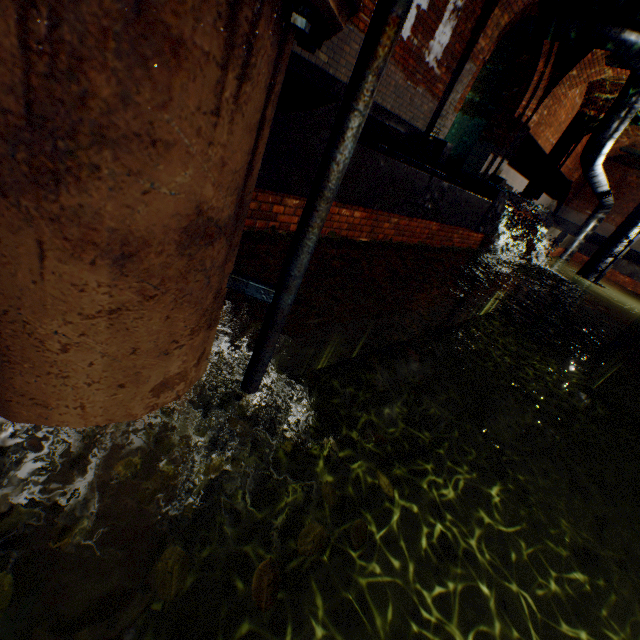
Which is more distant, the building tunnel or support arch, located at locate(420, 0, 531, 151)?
the building tunnel

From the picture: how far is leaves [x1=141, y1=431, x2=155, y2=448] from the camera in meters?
1.3

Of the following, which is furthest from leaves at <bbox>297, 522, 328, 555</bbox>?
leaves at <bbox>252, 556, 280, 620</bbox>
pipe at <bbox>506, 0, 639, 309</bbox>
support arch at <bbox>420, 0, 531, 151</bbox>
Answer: pipe at <bbox>506, 0, 639, 309</bbox>

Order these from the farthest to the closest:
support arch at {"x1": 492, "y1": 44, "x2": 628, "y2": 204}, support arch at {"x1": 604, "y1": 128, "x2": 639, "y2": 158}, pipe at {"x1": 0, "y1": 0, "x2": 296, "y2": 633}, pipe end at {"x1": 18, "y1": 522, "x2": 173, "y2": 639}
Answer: support arch at {"x1": 604, "y1": 128, "x2": 639, "y2": 158} < support arch at {"x1": 492, "y1": 44, "x2": 628, "y2": 204} < pipe end at {"x1": 18, "y1": 522, "x2": 173, "y2": 639} < pipe at {"x1": 0, "y1": 0, "x2": 296, "y2": 633}

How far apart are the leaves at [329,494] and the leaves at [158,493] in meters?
0.4 m

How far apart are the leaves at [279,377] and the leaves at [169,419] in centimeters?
23cm

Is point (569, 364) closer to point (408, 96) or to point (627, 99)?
point (627, 99)

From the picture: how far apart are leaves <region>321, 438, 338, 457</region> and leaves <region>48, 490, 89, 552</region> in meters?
1.0
